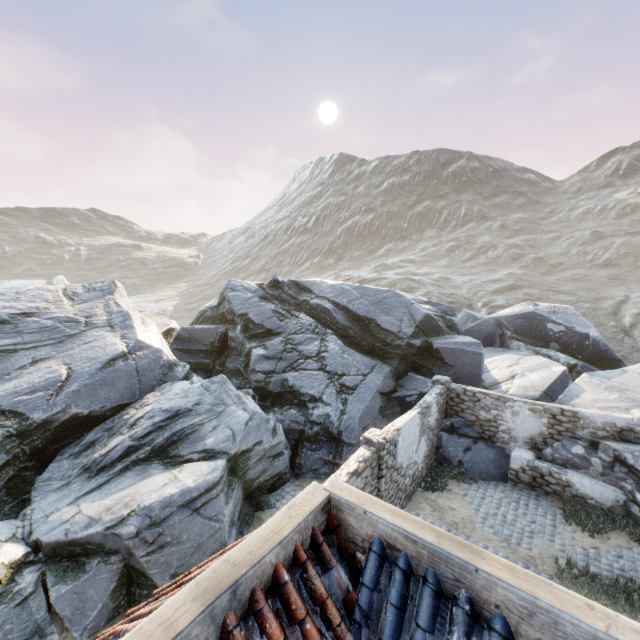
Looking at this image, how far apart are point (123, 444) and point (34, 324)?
7.67m

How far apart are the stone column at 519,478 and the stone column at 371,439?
5.5 meters

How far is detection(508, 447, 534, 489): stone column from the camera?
11.4 meters

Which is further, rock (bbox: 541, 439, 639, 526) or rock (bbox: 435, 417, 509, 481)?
rock (bbox: 435, 417, 509, 481)

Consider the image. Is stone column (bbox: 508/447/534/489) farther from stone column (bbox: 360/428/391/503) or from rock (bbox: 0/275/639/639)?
stone column (bbox: 360/428/391/503)

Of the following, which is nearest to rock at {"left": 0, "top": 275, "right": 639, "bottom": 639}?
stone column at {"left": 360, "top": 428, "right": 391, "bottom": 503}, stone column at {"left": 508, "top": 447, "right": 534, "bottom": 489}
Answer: stone column at {"left": 508, "top": 447, "right": 534, "bottom": 489}

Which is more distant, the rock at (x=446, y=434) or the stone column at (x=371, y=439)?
the rock at (x=446, y=434)
